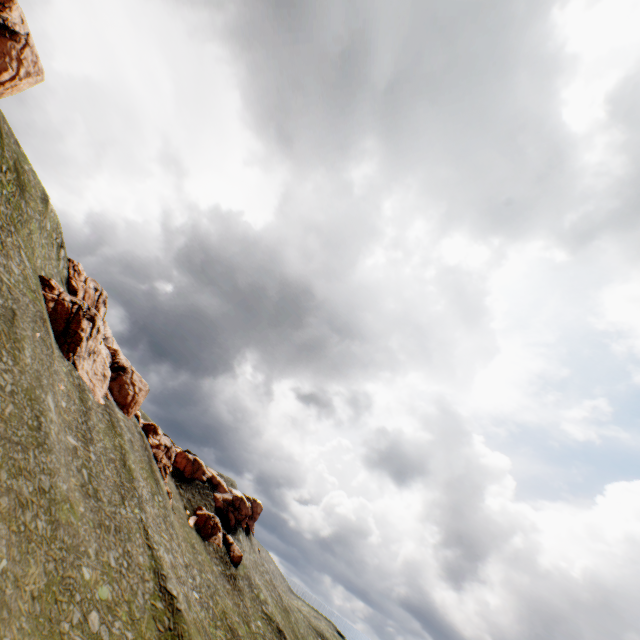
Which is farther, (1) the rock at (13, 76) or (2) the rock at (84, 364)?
(2) the rock at (84, 364)

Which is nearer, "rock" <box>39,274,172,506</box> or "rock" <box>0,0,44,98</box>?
"rock" <box>0,0,44,98</box>

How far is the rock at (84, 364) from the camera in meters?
41.6 m

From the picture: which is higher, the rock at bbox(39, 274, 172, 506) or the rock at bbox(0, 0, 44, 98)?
the rock at bbox(0, 0, 44, 98)

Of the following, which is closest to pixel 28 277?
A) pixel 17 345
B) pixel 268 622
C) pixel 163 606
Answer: pixel 17 345

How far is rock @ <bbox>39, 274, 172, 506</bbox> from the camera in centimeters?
4159cm
